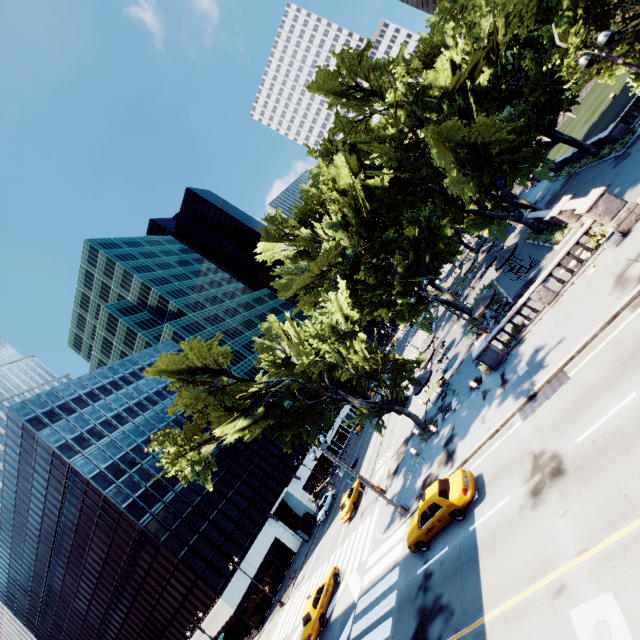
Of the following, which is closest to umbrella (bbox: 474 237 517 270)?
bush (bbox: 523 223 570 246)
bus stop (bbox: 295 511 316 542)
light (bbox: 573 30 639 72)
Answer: bush (bbox: 523 223 570 246)

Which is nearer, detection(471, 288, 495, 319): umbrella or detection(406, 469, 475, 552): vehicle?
detection(406, 469, 475, 552): vehicle

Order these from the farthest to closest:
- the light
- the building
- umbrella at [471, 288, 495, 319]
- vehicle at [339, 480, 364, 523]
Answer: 1. the building
2. vehicle at [339, 480, 364, 523]
3. umbrella at [471, 288, 495, 319]
4. the light

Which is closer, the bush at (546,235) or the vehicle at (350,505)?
the bush at (546,235)

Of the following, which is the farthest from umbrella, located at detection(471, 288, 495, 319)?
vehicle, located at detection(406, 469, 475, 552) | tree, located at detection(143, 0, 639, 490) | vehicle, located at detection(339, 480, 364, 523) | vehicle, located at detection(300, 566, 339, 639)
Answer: vehicle, located at detection(300, 566, 339, 639)

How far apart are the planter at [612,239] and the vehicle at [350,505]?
29.8m

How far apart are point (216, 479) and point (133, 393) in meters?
21.3 m

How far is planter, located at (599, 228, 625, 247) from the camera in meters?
16.8
